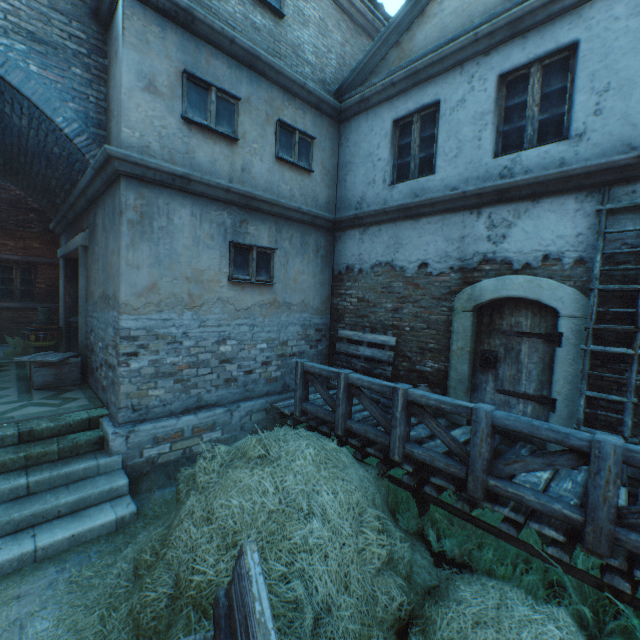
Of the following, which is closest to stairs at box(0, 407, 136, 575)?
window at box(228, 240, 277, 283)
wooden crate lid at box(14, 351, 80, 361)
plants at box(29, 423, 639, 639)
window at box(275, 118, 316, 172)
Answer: plants at box(29, 423, 639, 639)

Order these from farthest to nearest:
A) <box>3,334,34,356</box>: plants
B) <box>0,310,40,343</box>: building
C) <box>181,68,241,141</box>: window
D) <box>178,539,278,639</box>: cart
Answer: <box>0,310,40,343</box>: building < <box>3,334,34,356</box>: plants < <box>181,68,241,141</box>: window < <box>178,539,278,639</box>: cart

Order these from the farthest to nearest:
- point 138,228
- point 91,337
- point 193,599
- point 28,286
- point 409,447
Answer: point 28,286, point 91,337, point 138,228, point 409,447, point 193,599

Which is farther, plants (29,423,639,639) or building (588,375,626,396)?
building (588,375,626,396)

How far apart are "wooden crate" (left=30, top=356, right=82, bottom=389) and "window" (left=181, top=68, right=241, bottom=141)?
5.1 meters

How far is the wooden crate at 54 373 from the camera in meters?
6.2 m

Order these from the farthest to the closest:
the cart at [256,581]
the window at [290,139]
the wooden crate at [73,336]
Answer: the wooden crate at [73,336]
the window at [290,139]
the cart at [256,581]

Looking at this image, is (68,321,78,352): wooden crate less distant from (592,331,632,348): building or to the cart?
(592,331,632,348): building
